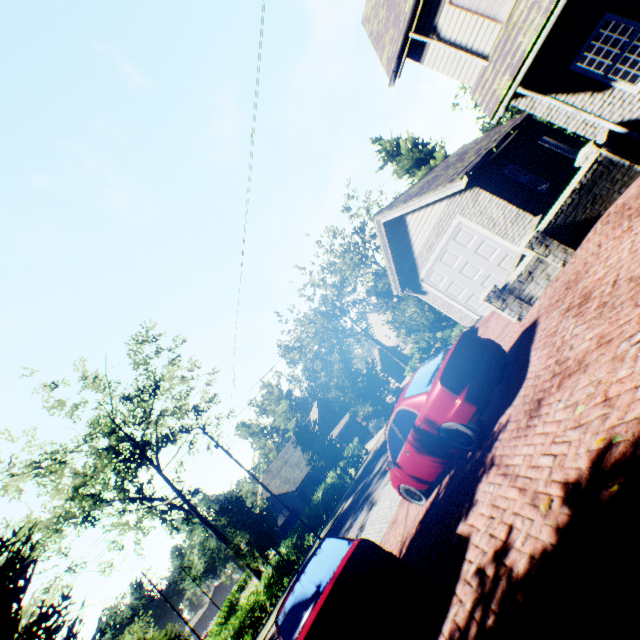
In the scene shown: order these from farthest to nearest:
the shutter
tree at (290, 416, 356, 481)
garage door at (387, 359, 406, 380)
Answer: garage door at (387, 359, 406, 380)
tree at (290, 416, 356, 481)
the shutter

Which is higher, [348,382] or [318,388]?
[318,388]

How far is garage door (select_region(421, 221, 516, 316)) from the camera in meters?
11.5 m

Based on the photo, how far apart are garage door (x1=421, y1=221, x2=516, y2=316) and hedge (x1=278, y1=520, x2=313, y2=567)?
21.27m

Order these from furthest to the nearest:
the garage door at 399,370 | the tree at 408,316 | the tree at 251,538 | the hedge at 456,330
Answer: the garage door at 399,370 < the tree at 408,316 < the hedge at 456,330 < the tree at 251,538

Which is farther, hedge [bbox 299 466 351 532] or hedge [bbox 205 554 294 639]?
hedge [bbox 299 466 351 532]

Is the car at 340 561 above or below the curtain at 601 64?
below

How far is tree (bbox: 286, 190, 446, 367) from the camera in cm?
2228
